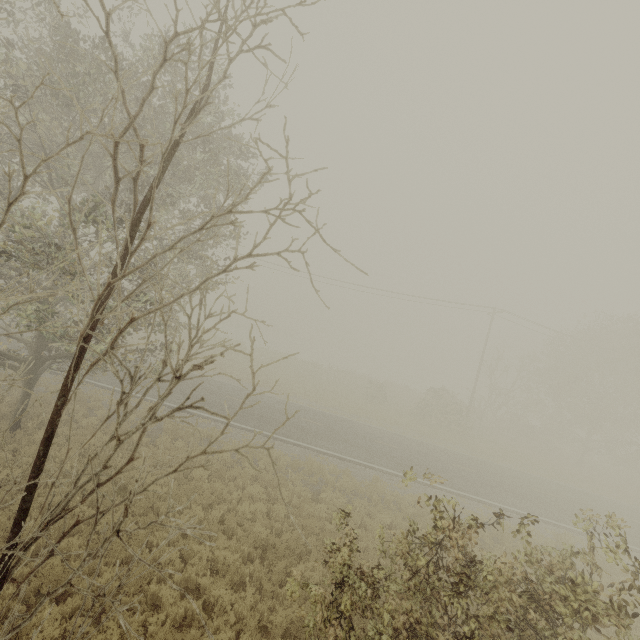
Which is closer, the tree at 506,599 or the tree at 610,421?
the tree at 610,421

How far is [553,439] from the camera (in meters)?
29.55

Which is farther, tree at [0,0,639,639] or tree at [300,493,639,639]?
tree at [300,493,639,639]
